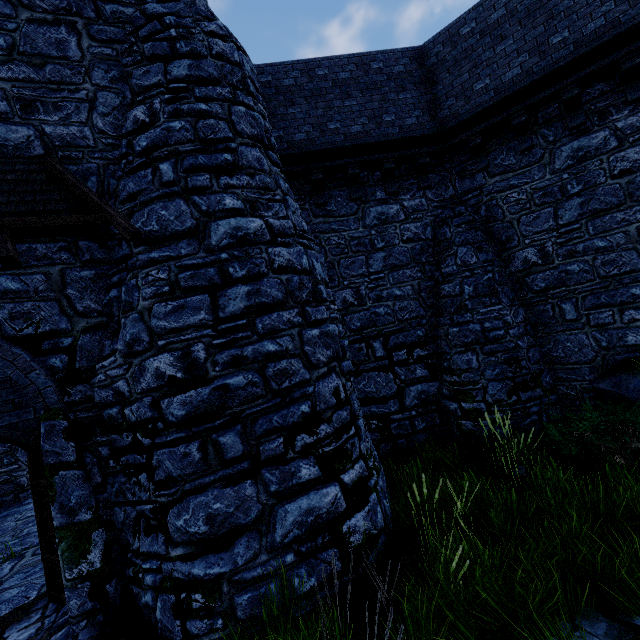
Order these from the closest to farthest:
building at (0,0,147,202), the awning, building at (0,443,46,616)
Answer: the awning
building at (0,0,147,202)
building at (0,443,46,616)

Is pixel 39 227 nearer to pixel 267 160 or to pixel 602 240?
pixel 267 160

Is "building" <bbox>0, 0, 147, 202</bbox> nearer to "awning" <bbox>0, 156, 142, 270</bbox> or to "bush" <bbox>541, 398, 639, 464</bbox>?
→ "awning" <bbox>0, 156, 142, 270</bbox>

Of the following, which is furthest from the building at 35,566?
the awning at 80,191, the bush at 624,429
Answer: the bush at 624,429

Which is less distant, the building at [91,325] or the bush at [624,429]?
the building at [91,325]

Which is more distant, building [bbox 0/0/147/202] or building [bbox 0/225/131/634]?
building [bbox 0/0/147/202]
